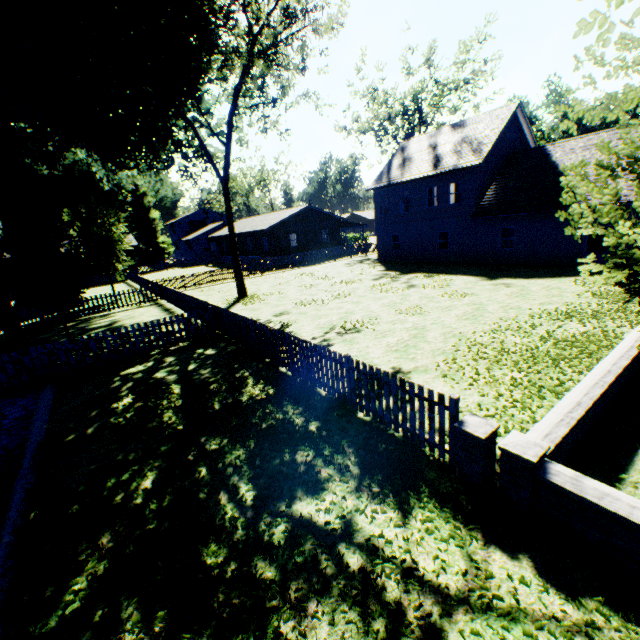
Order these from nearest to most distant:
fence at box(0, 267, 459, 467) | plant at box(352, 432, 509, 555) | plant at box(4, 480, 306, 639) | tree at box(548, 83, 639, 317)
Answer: tree at box(548, 83, 639, 317), plant at box(4, 480, 306, 639), plant at box(352, 432, 509, 555), fence at box(0, 267, 459, 467)

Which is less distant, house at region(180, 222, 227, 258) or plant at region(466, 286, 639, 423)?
plant at region(466, 286, 639, 423)

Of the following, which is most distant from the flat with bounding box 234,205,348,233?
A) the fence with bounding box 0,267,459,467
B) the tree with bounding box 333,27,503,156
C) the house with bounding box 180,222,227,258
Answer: the tree with bounding box 333,27,503,156

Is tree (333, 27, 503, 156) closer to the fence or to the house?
the fence

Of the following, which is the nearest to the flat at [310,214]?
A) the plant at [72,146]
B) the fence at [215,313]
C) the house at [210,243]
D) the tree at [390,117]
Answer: the house at [210,243]

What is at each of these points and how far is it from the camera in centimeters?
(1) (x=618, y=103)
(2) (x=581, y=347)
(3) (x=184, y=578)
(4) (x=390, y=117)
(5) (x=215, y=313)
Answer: (1) tree, 277cm
(2) plant, 880cm
(3) plant, 391cm
(4) tree, 3881cm
(5) fence, 1396cm

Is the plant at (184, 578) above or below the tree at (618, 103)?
below

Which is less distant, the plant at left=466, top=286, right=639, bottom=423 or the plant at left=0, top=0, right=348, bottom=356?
the plant at left=466, top=286, right=639, bottom=423
